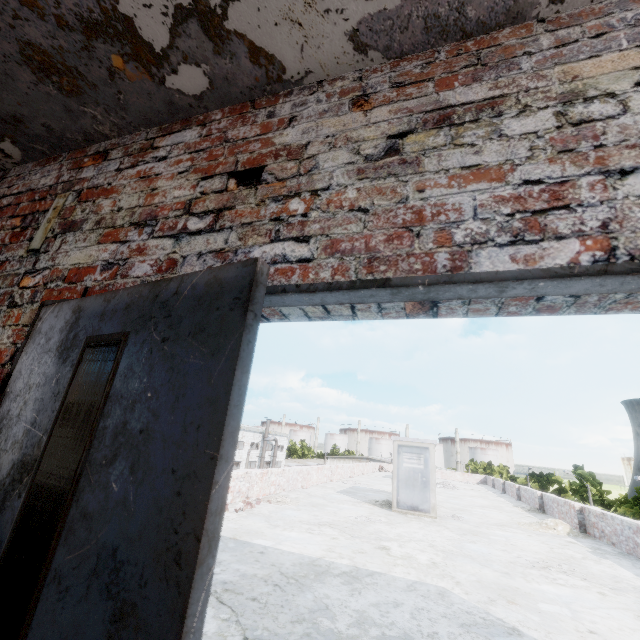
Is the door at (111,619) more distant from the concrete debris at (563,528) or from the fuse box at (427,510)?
the concrete debris at (563,528)

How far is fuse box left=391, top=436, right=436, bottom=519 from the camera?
10.2m

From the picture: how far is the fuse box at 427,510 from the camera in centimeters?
1023cm

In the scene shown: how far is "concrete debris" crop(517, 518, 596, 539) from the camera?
9.73m

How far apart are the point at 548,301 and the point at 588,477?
72.8 meters

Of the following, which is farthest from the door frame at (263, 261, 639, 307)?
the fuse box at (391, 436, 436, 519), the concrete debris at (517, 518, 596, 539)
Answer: the concrete debris at (517, 518, 596, 539)

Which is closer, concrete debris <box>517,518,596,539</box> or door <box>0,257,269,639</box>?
door <box>0,257,269,639</box>
